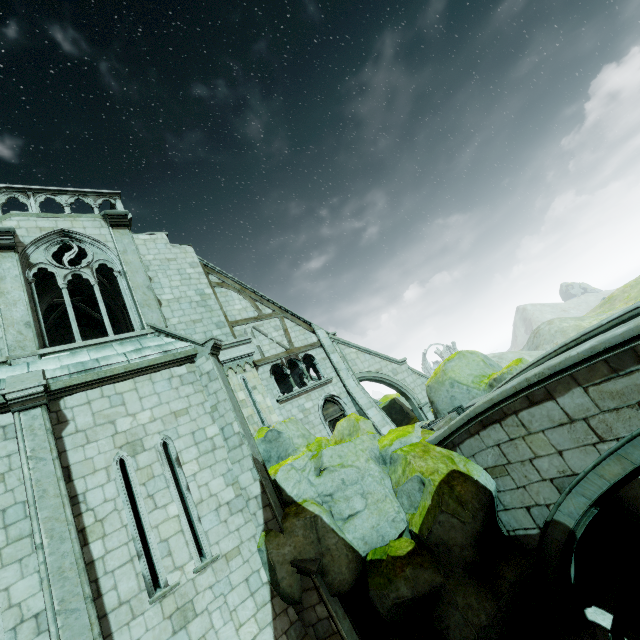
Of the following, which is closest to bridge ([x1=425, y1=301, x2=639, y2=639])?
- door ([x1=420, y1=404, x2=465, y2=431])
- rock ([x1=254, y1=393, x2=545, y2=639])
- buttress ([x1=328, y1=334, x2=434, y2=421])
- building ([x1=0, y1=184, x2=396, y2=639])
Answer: rock ([x1=254, y1=393, x2=545, y2=639])

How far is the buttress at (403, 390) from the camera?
18.5m

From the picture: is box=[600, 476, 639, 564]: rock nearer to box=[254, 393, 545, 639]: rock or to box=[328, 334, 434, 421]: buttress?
box=[328, 334, 434, 421]: buttress

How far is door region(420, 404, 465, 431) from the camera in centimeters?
1132cm

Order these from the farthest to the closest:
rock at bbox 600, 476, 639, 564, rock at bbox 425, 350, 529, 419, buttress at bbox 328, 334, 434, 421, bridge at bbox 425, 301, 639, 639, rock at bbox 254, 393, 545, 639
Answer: buttress at bbox 328, 334, 434, 421
rock at bbox 425, 350, 529, 419
rock at bbox 600, 476, 639, 564
rock at bbox 254, 393, 545, 639
bridge at bbox 425, 301, 639, 639

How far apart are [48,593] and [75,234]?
10.2m

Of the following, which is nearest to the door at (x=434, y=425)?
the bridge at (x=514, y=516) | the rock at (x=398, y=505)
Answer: the rock at (x=398, y=505)
